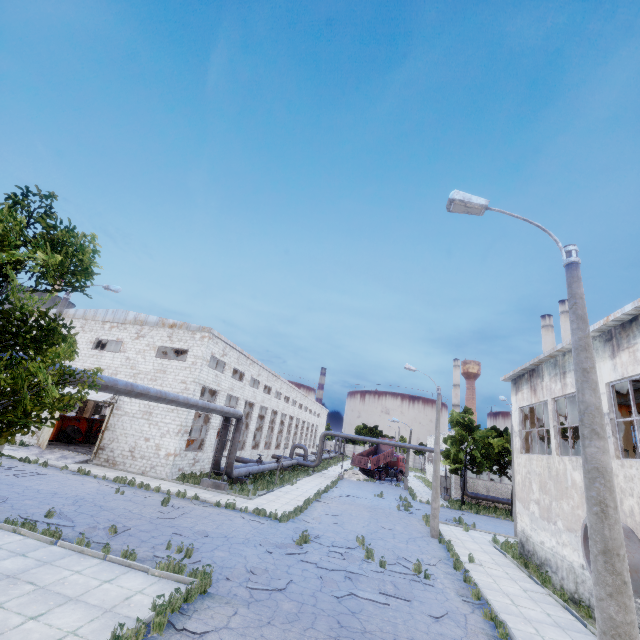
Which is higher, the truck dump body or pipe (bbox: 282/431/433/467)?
the truck dump body

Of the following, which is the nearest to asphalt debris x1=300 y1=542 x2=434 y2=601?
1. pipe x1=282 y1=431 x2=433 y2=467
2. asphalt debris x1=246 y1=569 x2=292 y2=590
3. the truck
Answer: asphalt debris x1=246 y1=569 x2=292 y2=590

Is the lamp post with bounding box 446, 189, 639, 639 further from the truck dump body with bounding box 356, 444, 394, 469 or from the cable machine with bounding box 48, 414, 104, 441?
the truck dump body with bounding box 356, 444, 394, 469

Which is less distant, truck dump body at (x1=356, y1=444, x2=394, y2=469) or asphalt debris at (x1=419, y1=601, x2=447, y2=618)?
asphalt debris at (x1=419, y1=601, x2=447, y2=618)

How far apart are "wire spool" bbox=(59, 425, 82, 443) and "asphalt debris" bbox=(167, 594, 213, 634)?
27.52m

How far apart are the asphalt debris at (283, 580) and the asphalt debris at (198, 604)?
1.41m

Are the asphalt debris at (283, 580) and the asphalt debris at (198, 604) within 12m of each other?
yes

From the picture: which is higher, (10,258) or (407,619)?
(10,258)
